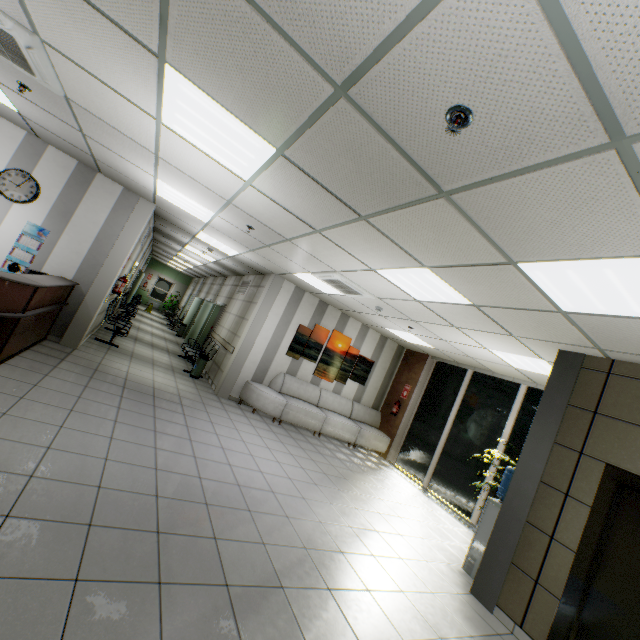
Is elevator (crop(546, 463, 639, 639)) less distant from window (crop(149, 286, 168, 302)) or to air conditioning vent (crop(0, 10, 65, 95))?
air conditioning vent (crop(0, 10, 65, 95))

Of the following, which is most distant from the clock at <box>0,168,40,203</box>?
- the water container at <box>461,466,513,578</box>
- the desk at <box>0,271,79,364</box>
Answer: the water container at <box>461,466,513,578</box>

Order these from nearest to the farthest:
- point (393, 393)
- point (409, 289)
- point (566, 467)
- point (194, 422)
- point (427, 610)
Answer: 1. point (427, 610)
2. point (566, 467)
3. point (409, 289)
4. point (194, 422)
5. point (393, 393)

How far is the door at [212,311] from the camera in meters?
12.3 m

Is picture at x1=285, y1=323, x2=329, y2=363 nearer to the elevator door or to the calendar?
the calendar

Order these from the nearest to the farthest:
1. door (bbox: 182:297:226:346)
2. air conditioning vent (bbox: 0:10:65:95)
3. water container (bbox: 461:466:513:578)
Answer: Answer:
1. air conditioning vent (bbox: 0:10:65:95)
2. water container (bbox: 461:466:513:578)
3. door (bbox: 182:297:226:346)

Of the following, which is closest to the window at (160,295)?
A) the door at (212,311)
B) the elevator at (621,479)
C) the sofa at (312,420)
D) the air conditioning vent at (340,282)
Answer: the door at (212,311)

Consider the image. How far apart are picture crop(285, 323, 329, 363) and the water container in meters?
5.0
